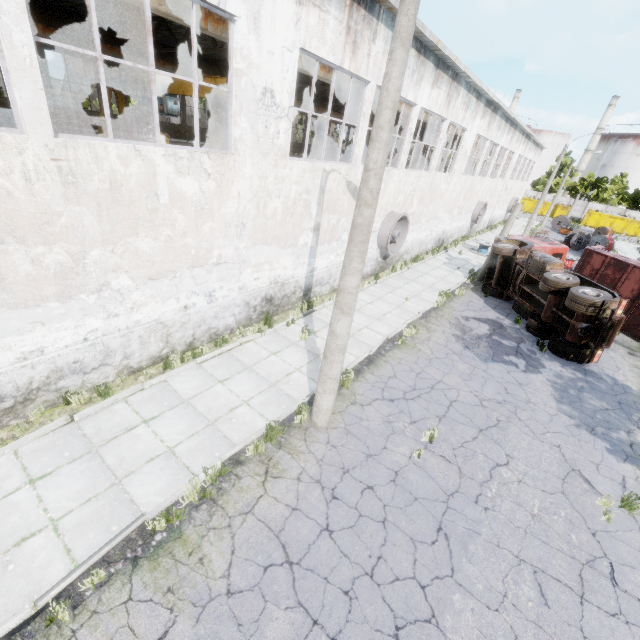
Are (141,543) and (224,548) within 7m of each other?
yes

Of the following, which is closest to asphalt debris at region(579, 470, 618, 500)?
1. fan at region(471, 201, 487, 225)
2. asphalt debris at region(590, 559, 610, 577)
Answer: asphalt debris at region(590, 559, 610, 577)

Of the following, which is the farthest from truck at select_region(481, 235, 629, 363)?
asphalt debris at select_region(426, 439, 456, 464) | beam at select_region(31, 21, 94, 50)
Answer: beam at select_region(31, 21, 94, 50)

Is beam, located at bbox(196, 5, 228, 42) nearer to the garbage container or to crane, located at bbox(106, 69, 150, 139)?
crane, located at bbox(106, 69, 150, 139)

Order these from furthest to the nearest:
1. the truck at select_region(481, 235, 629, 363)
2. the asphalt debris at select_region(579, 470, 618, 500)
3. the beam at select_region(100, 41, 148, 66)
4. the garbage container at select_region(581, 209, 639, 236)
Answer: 1. the garbage container at select_region(581, 209, 639, 236)
2. the beam at select_region(100, 41, 148, 66)
3. the truck at select_region(481, 235, 629, 363)
4. the asphalt debris at select_region(579, 470, 618, 500)

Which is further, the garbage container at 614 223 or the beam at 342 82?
the garbage container at 614 223

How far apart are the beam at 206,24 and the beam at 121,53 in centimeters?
1185cm

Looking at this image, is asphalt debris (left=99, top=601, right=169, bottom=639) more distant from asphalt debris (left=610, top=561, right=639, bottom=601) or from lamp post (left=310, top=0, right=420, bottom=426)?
asphalt debris (left=610, top=561, right=639, bottom=601)
